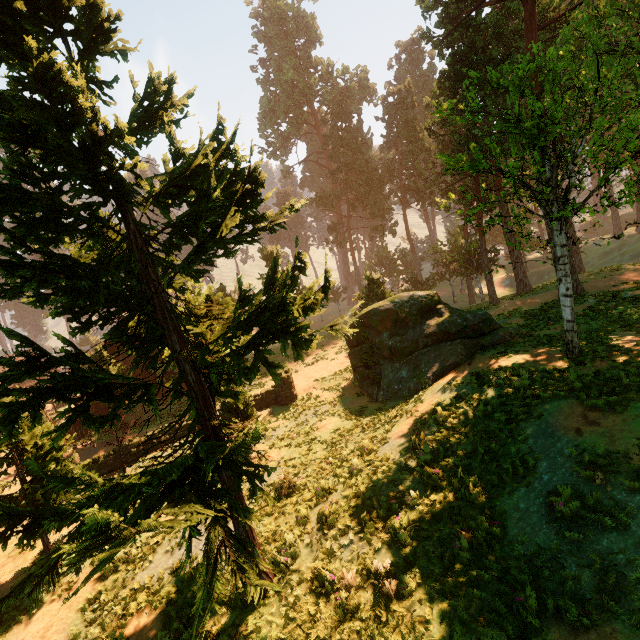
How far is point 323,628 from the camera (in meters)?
6.81
